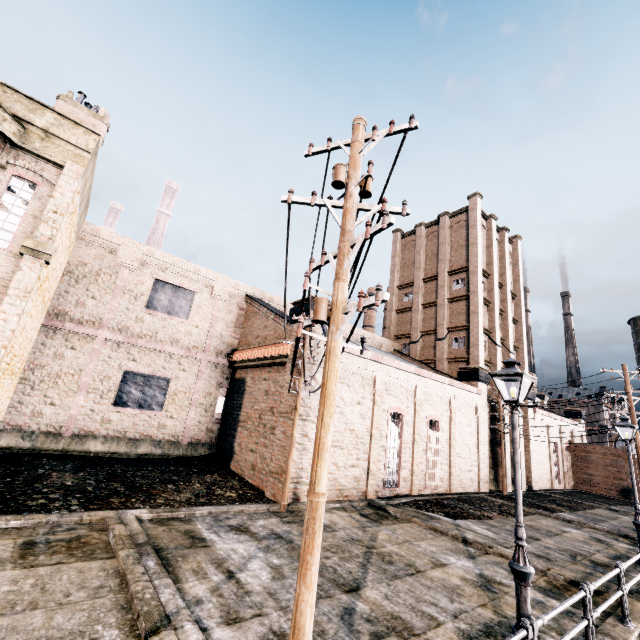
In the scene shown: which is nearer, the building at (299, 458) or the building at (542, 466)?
the building at (299, 458)

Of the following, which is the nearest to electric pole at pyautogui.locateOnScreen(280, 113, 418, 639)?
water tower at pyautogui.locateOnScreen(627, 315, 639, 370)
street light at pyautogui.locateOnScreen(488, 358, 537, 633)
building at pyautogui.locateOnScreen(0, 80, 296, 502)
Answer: building at pyautogui.locateOnScreen(0, 80, 296, 502)

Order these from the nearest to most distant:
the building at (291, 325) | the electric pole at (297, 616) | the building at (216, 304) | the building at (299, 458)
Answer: the electric pole at (297, 616), the building at (216, 304), the building at (299, 458), the building at (291, 325)

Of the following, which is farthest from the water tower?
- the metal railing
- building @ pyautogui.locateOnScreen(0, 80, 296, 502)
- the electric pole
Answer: the electric pole

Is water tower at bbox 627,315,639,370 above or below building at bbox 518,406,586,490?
above

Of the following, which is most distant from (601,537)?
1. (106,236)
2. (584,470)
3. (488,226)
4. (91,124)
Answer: (106,236)

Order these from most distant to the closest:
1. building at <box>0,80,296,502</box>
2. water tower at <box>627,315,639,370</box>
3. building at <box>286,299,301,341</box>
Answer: water tower at <box>627,315,639,370</box> → building at <box>286,299,301,341</box> → building at <box>0,80,296,502</box>

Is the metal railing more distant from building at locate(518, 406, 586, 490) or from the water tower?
the water tower
